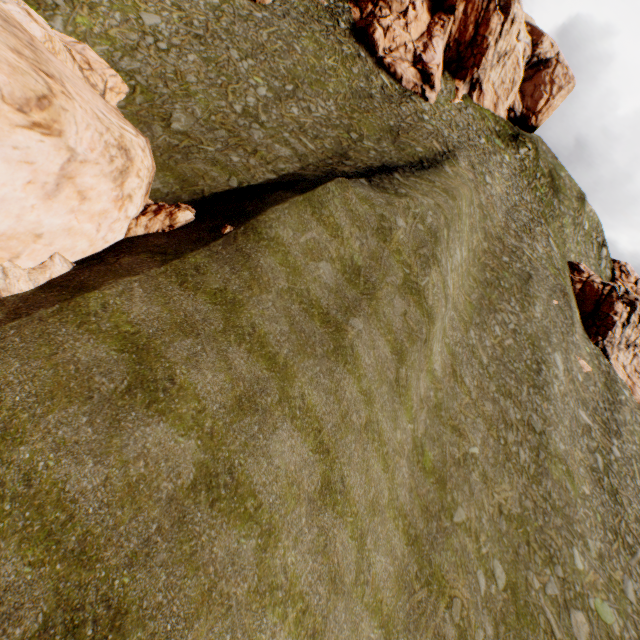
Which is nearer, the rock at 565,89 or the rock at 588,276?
the rock at 588,276

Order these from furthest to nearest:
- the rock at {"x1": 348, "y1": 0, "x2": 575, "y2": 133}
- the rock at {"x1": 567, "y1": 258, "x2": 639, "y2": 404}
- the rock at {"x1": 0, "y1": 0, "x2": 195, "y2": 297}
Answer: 1. the rock at {"x1": 348, "y1": 0, "x2": 575, "y2": 133}
2. the rock at {"x1": 567, "y1": 258, "x2": 639, "y2": 404}
3. the rock at {"x1": 0, "y1": 0, "x2": 195, "y2": 297}

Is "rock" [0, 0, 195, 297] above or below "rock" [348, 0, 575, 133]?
below

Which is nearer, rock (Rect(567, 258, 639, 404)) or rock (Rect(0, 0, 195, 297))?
rock (Rect(0, 0, 195, 297))

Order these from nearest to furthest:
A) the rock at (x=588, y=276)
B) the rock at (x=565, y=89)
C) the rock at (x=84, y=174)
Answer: the rock at (x=84, y=174) < the rock at (x=588, y=276) < the rock at (x=565, y=89)

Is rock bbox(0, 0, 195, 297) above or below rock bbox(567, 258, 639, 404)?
below

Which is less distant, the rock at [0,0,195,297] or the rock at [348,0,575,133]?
the rock at [0,0,195,297]

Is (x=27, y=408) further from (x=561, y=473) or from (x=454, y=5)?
(x=454, y=5)
